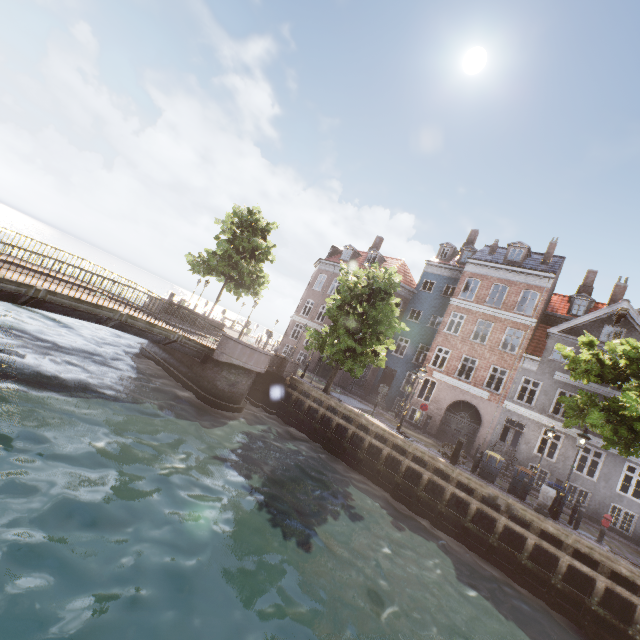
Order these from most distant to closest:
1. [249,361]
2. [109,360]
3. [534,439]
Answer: [534,439] → [249,361] → [109,360]

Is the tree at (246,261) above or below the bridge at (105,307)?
above

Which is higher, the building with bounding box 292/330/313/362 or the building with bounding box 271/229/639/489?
the building with bounding box 271/229/639/489

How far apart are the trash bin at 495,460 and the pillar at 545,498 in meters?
1.9

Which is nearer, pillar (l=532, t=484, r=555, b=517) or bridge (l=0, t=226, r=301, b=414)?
bridge (l=0, t=226, r=301, b=414)

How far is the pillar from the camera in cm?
1247

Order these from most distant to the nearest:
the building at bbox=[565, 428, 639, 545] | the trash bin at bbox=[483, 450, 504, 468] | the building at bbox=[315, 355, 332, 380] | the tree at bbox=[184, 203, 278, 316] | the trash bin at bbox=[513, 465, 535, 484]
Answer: the building at bbox=[315, 355, 332, 380] < the tree at bbox=[184, 203, 278, 316] < the building at bbox=[565, 428, 639, 545] < the trash bin at bbox=[483, 450, 504, 468] < the trash bin at bbox=[513, 465, 535, 484]

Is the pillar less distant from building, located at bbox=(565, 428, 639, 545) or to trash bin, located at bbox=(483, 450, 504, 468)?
trash bin, located at bbox=(483, 450, 504, 468)
